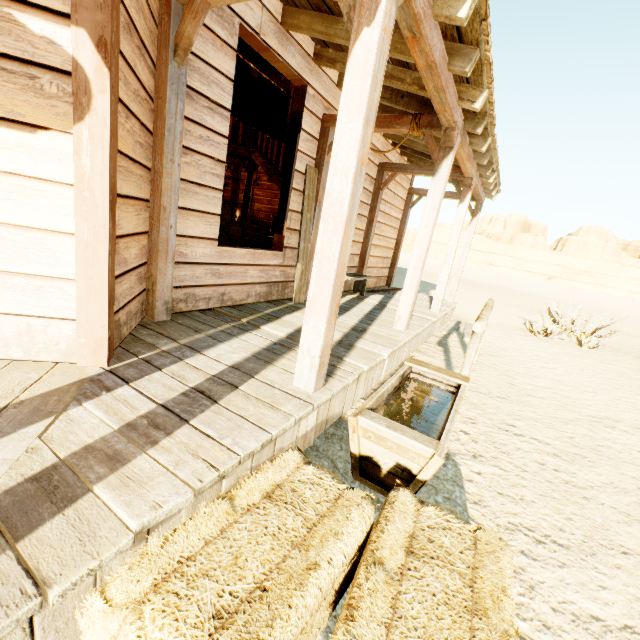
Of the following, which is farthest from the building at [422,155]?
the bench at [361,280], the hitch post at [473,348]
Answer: the hitch post at [473,348]

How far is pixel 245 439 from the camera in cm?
169

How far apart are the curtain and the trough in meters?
3.4 m

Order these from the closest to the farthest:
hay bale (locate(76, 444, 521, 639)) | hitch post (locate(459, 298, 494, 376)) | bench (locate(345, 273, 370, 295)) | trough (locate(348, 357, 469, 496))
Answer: hay bale (locate(76, 444, 521, 639)), trough (locate(348, 357, 469, 496)), hitch post (locate(459, 298, 494, 376)), bench (locate(345, 273, 370, 295))

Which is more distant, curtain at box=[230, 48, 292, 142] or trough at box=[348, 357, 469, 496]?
curtain at box=[230, 48, 292, 142]

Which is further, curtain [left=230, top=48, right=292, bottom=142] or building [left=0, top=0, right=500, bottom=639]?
curtain [left=230, top=48, right=292, bottom=142]

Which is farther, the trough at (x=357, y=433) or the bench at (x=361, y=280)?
the bench at (x=361, y=280)

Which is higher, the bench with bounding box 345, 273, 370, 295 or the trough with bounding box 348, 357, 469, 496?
the bench with bounding box 345, 273, 370, 295
